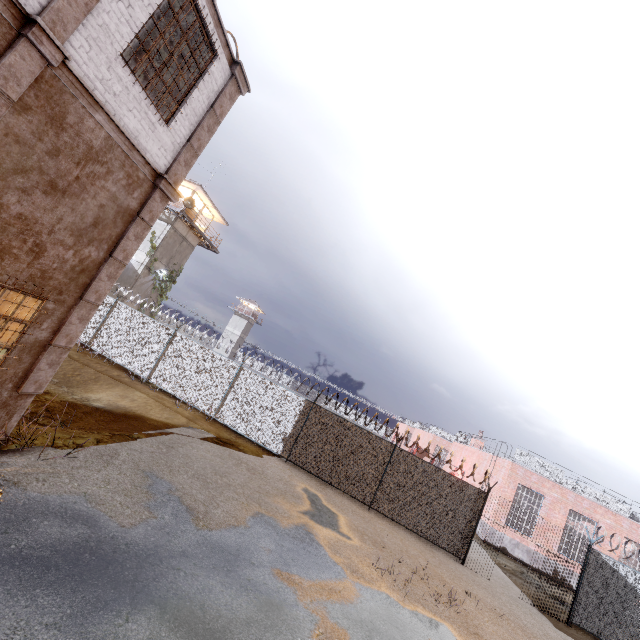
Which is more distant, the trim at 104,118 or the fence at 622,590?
the fence at 622,590

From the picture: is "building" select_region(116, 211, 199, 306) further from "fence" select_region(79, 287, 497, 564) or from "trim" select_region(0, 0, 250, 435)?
"trim" select_region(0, 0, 250, 435)

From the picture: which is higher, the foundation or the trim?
A: the trim

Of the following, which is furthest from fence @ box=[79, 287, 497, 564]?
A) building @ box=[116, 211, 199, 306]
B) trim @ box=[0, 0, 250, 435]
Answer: building @ box=[116, 211, 199, 306]

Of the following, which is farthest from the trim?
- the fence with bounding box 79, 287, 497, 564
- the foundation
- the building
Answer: the foundation

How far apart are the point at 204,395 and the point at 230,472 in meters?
6.1 m

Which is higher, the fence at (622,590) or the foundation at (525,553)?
the fence at (622,590)

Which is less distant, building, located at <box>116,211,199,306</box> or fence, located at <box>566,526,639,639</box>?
fence, located at <box>566,526,639,639</box>
